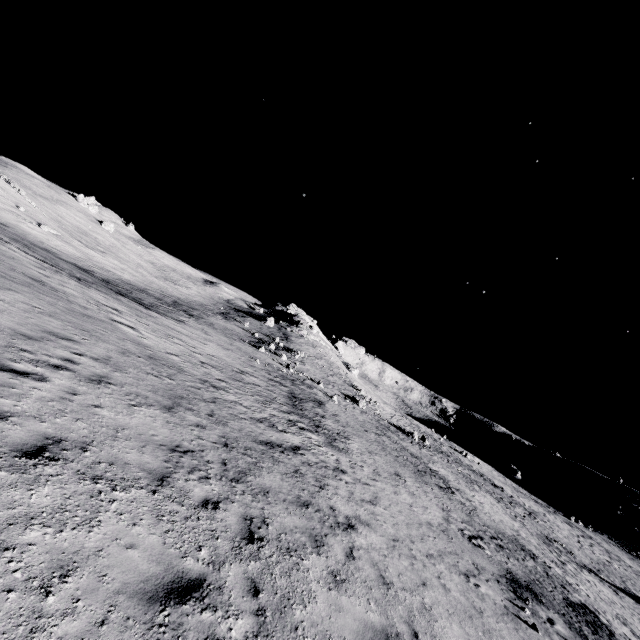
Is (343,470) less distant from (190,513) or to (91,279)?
(190,513)
